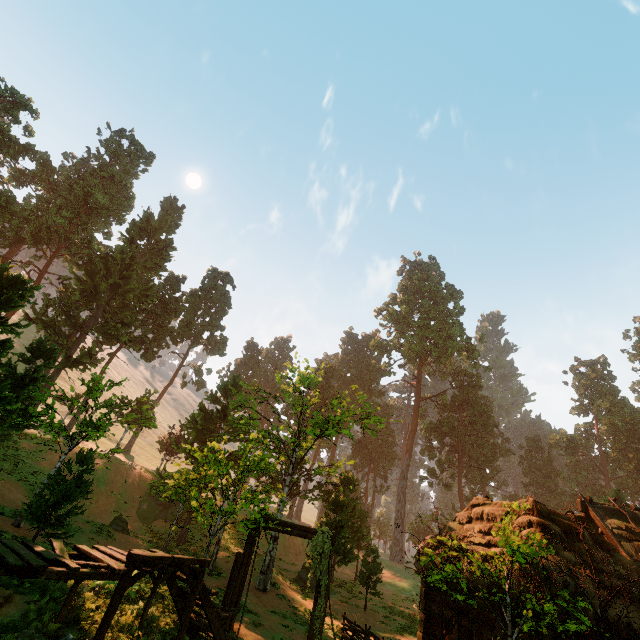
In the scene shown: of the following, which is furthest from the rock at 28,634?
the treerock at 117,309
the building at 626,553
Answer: the treerock at 117,309

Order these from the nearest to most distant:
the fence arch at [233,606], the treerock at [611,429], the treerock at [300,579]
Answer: the fence arch at [233,606], the treerock at [300,579], the treerock at [611,429]

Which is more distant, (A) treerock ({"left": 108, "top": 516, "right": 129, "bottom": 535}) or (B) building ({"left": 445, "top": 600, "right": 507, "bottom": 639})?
(A) treerock ({"left": 108, "top": 516, "right": 129, "bottom": 535})

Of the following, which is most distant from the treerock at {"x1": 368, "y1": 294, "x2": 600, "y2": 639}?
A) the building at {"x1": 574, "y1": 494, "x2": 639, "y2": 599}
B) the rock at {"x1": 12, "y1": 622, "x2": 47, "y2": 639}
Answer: the rock at {"x1": 12, "y1": 622, "x2": 47, "y2": 639}

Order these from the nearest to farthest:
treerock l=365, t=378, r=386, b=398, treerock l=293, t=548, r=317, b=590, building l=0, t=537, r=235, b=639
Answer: building l=0, t=537, r=235, b=639
treerock l=293, t=548, r=317, b=590
treerock l=365, t=378, r=386, b=398

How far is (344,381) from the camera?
58.4m

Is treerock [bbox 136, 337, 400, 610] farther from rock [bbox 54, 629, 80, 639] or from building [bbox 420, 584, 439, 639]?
rock [bbox 54, 629, 80, 639]

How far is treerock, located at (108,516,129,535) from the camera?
21.0m
